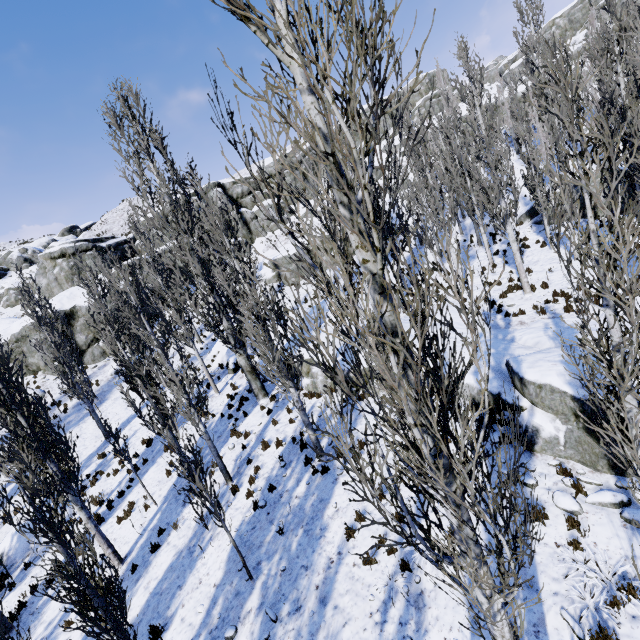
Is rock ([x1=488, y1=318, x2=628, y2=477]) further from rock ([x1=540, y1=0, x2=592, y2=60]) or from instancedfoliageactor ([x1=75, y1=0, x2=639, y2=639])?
rock ([x1=540, y1=0, x2=592, y2=60])

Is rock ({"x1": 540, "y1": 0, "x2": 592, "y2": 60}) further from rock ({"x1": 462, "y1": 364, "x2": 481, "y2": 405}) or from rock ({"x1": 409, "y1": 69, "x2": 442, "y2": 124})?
rock ({"x1": 462, "y1": 364, "x2": 481, "y2": 405})

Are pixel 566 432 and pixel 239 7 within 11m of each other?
yes

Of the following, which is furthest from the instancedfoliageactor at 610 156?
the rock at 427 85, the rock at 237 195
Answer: the rock at 427 85

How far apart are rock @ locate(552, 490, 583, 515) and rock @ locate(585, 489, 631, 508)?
0.15m

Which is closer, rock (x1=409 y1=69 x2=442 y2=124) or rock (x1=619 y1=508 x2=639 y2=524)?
rock (x1=619 y1=508 x2=639 y2=524)

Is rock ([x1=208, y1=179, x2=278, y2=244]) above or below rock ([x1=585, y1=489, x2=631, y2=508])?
above

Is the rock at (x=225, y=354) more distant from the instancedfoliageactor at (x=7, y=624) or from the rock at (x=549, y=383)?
the rock at (x=549, y=383)
